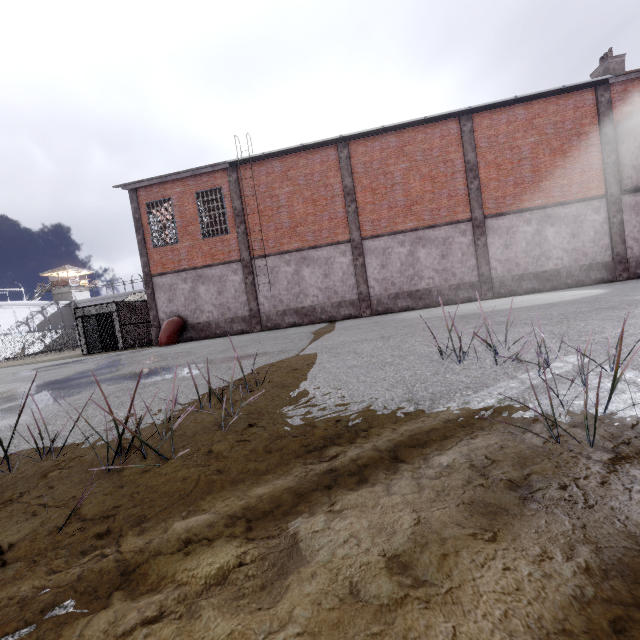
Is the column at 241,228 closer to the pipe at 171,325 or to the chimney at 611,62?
the pipe at 171,325

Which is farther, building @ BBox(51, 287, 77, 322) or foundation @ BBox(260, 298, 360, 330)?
building @ BBox(51, 287, 77, 322)

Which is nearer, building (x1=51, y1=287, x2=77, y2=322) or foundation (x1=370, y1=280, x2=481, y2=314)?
foundation (x1=370, y1=280, x2=481, y2=314)

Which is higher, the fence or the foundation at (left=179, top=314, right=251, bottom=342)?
the fence

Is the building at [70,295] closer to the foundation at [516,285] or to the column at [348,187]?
the column at [348,187]

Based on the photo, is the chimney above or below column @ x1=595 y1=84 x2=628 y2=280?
above

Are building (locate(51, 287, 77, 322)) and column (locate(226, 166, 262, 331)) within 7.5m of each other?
no

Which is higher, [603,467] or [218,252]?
[218,252]
